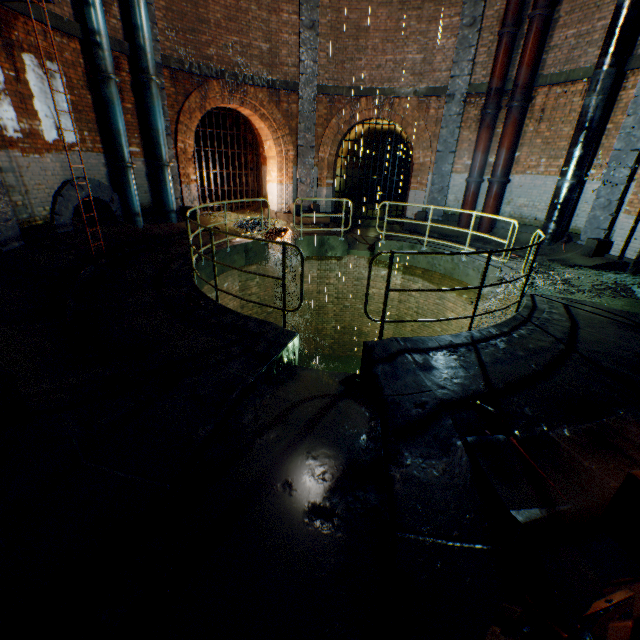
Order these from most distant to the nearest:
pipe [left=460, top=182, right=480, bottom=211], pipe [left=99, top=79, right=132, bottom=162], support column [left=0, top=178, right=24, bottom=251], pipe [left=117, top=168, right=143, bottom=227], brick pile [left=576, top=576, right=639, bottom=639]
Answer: pipe [left=460, top=182, right=480, bottom=211], pipe [left=117, top=168, right=143, bottom=227], pipe [left=99, top=79, right=132, bottom=162], support column [left=0, top=178, right=24, bottom=251], brick pile [left=576, top=576, right=639, bottom=639]

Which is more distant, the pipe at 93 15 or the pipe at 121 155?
the pipe at 121 155

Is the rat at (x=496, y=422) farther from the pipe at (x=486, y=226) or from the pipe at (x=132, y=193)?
the pipe at (x=132, y=193)

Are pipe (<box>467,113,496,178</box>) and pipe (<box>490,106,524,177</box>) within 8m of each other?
yes

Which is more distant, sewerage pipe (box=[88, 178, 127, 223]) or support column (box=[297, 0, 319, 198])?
support column (box=[297, 0, 319, 198])

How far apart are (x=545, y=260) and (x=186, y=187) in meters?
11.6

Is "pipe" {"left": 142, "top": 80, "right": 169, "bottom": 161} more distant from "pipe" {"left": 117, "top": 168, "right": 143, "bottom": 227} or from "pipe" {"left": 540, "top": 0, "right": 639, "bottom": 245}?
"pipe" {"left": 540, "top": 0, "right": 639, "bottom": 245}

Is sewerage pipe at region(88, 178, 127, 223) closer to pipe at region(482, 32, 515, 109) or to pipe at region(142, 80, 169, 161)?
pipe at region(142, 80, 169, 161)
